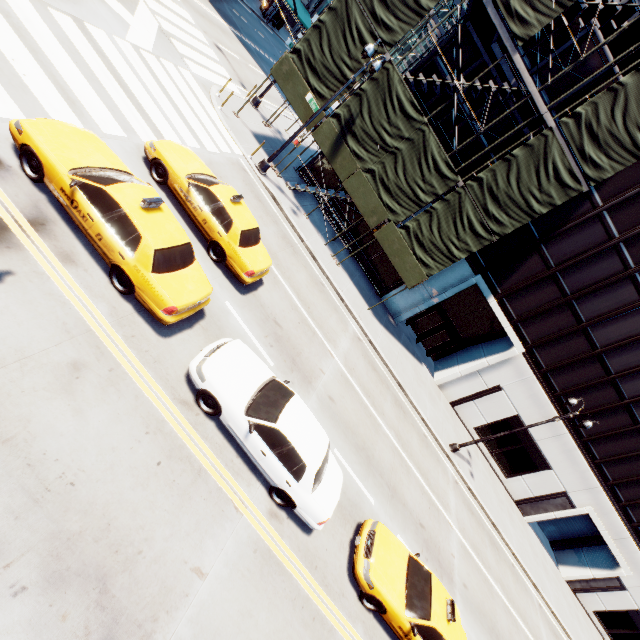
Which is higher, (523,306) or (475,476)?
(523,306)

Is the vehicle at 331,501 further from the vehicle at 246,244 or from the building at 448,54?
the building at 448,54

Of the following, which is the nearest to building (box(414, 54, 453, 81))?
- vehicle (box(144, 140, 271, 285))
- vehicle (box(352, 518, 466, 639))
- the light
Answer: the light

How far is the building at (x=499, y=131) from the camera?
17.17m

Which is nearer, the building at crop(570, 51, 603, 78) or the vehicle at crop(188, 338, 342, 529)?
the vehicle at crop(188, 338, 342, 529)

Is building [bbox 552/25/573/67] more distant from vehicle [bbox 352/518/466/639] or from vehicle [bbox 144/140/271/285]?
vehicle [bbox 352/518/466/639]

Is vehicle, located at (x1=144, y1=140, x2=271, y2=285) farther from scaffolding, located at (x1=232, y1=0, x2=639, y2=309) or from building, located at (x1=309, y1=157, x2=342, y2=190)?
building, located at (x1=309, y1=157, x2=342, y2=190)

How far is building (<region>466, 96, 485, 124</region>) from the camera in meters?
17.2 m
